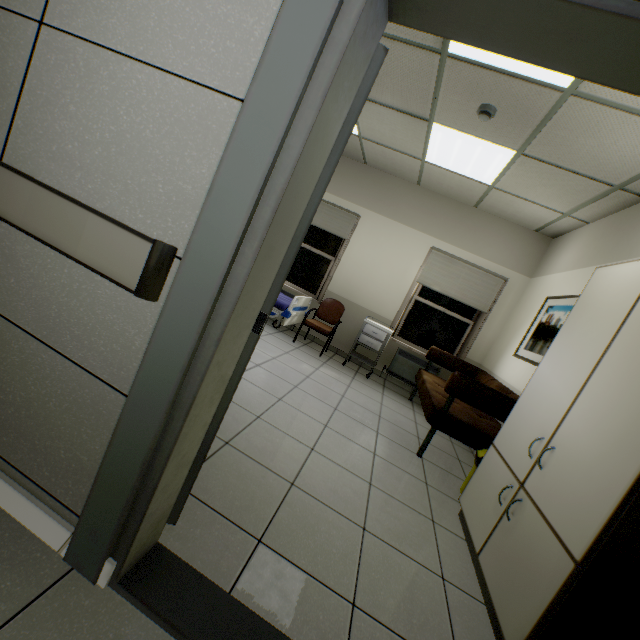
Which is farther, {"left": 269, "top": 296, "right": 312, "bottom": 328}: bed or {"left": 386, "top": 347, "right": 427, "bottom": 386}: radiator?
{"left": 386, "top": 347, "right": 427, "bottom": 386}: radiator

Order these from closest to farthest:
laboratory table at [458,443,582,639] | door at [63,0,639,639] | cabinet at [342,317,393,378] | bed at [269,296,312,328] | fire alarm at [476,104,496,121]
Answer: door at [63,0,639,639]
laboratory table at [458,443,582,639]
fire alarm at [476,104,496,121]
bed at [269,296,312,328]
cabinet at [342,317,393,378]

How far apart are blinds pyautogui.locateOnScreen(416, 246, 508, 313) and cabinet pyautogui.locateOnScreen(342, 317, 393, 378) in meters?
1.1 m

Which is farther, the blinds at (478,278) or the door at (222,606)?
the blinds at (478,278)

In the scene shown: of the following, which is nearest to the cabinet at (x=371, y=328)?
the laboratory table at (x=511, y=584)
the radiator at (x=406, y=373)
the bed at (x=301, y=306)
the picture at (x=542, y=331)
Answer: the radiator at (x=406, y=373)

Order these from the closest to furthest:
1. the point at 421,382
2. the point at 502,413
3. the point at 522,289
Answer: the point at 502,413 → the point at 421,382 → the point at 522,289

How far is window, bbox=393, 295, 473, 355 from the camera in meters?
5.6

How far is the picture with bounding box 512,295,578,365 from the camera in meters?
3.6 m
